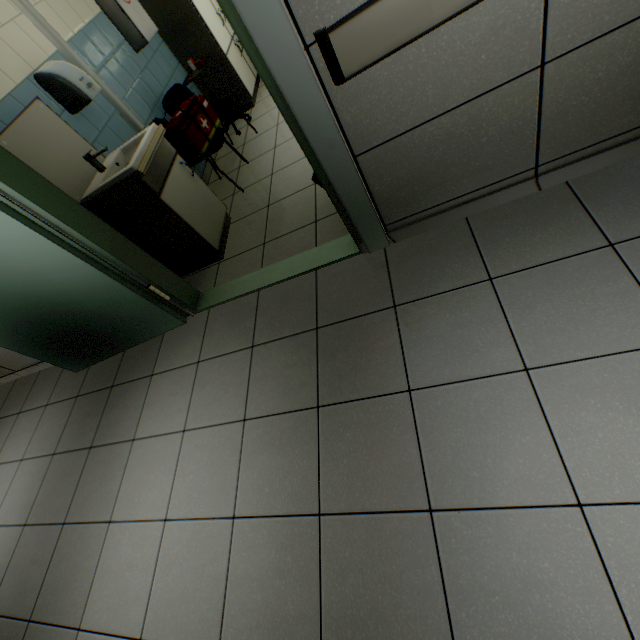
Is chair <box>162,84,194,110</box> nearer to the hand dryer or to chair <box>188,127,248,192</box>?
chair <box>188,127,248,192</box>

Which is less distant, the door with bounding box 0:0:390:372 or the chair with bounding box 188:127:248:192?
the door with bounding box 0:0:390:372

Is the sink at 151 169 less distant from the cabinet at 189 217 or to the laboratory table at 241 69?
the cabinet at 189 217

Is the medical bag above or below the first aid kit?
below

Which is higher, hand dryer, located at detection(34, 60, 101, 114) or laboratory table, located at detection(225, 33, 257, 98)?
hand dryer, located at detection(34, 60, 101, 114)

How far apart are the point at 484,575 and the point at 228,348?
1.85m

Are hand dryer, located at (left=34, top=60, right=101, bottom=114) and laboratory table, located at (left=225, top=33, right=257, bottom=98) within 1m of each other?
no

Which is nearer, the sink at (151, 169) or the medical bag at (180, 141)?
the sink at (151, 169)
